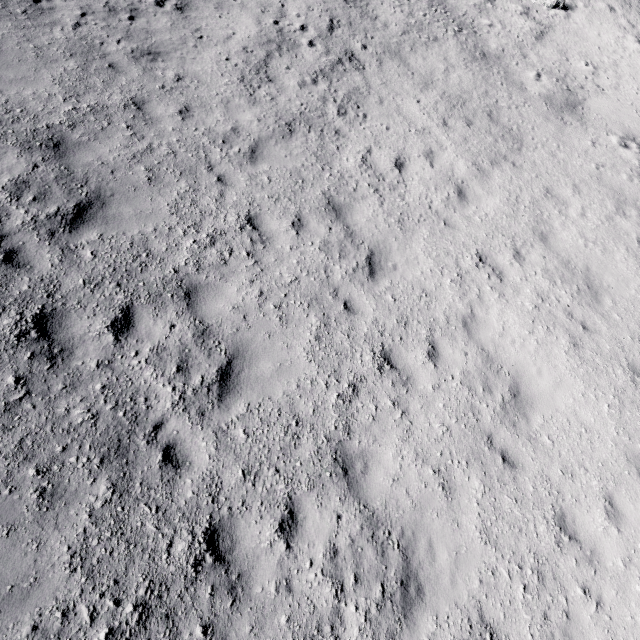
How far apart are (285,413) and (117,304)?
3.4 meters
